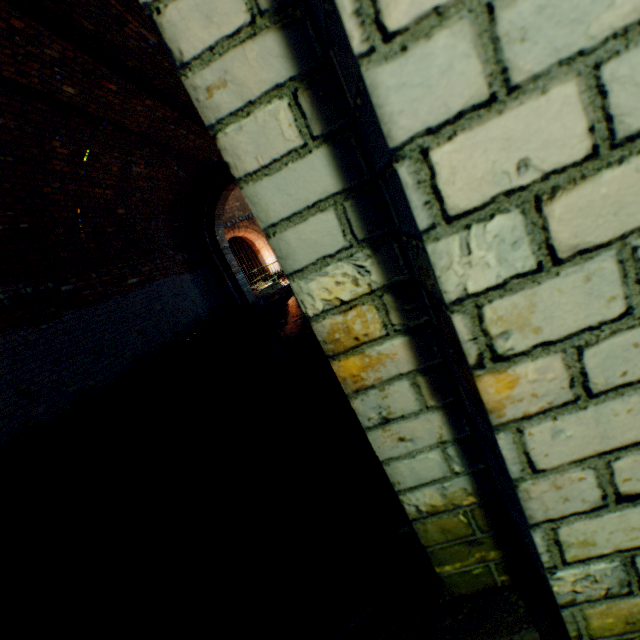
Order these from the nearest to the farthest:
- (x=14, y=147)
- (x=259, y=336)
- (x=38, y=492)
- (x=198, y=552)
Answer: (x=198, y=552) → (x=38, y=492) → (x=14, y=147) → (x=259, y=336)
